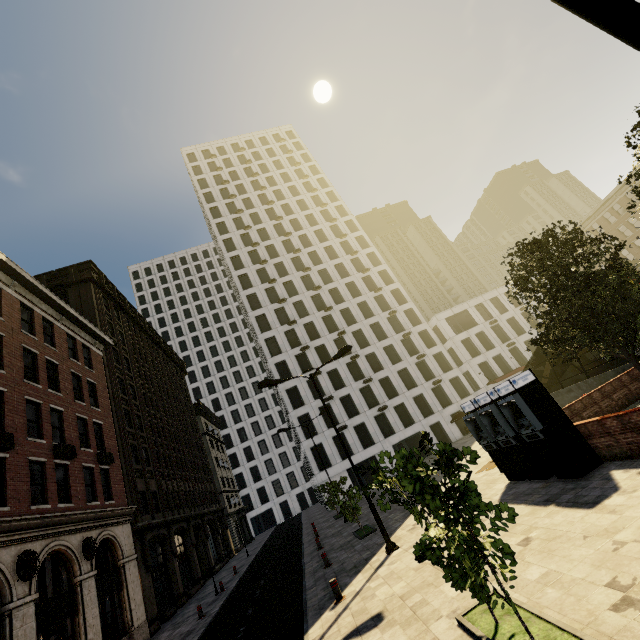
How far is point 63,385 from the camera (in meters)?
18.91

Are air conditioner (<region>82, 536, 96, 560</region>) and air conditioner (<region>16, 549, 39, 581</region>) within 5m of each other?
yes

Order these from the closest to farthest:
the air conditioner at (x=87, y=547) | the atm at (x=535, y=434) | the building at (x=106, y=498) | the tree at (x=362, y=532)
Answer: the atm at (x=535, y=434) < the building at (x=106, y=498) < the air conditioner at (x=87, y=547) < the tree at (x=362, y=532)

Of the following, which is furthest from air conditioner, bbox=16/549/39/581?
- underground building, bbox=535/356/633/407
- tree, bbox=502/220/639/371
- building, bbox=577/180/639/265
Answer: underground building, bbox=535/356/633/407

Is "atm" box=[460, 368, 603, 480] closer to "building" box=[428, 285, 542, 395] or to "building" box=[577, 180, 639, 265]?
"building" box=[577, 180, 639, 265]

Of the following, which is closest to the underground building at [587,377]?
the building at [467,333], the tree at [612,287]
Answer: the tree at [612,287]

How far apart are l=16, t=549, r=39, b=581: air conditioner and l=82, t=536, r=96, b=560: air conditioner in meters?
3.0 m

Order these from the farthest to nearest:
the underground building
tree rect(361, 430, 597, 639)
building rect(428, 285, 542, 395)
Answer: building rect(428, 285, 542, 395)
the underground building
tree rect(361, 430, 597, 639)
